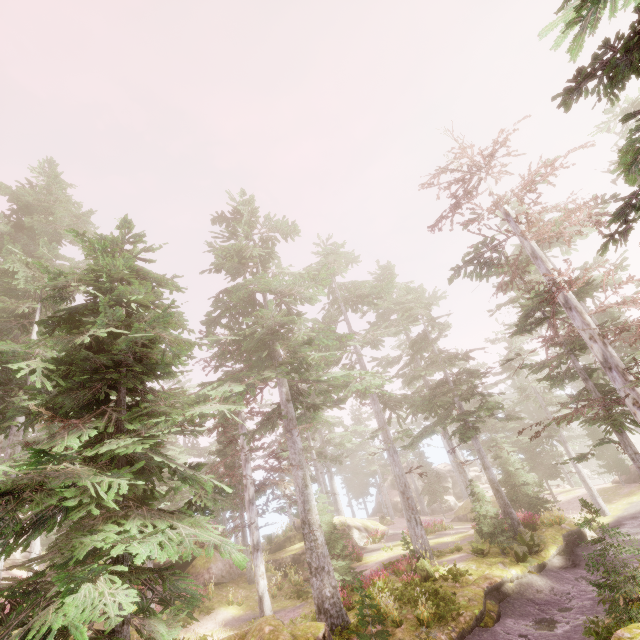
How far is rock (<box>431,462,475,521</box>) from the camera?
34.16m

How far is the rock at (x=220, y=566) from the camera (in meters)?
20.61

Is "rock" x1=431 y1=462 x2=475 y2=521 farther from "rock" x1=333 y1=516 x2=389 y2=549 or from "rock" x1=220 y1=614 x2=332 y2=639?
"rock" x1=220 y1=614 x2=332 y2=639

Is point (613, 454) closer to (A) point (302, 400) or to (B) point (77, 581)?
(A) point (302, 400)

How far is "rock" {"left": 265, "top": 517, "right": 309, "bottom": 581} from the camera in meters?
22.1

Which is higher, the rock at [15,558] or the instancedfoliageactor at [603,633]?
the rock at [15,558]

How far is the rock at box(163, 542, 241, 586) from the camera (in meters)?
20.61

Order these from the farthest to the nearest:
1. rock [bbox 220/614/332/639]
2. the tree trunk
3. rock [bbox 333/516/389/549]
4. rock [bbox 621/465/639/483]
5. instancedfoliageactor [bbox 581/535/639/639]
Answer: rock [bbox 621/465/639/483] < rock [bbox 333/516/389/549] < the tree trunk < rock [bbox 220/614/332/639] < instancedfoliageactor [bbox 581/535/639/639]
